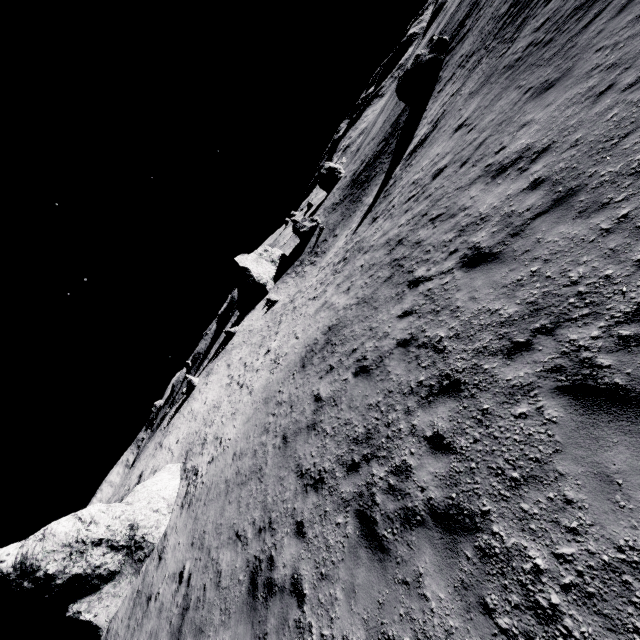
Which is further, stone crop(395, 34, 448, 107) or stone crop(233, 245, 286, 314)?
stone crop(233, 245, 286, 314)

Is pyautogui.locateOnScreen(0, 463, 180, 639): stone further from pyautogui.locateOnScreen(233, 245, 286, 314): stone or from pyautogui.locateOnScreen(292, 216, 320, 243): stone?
pyautogui.locateOnScreen(292, 216, 320, 243): stone

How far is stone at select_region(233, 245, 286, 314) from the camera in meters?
50.1 m

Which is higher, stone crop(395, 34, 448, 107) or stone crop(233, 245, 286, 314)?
stone crop(233, 245, 286, 314)

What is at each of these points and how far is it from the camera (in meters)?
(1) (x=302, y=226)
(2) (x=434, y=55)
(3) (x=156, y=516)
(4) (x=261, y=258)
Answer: (1) stone, 54.53
(2) stone, 31.08
(3) stone, 16.31
(4) stone, 53.78

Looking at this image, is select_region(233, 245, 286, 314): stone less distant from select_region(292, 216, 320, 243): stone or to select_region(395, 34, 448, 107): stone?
select_region(292, 216, 320, 243): stone

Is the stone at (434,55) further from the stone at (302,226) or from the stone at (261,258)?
the stone at (261,258)
